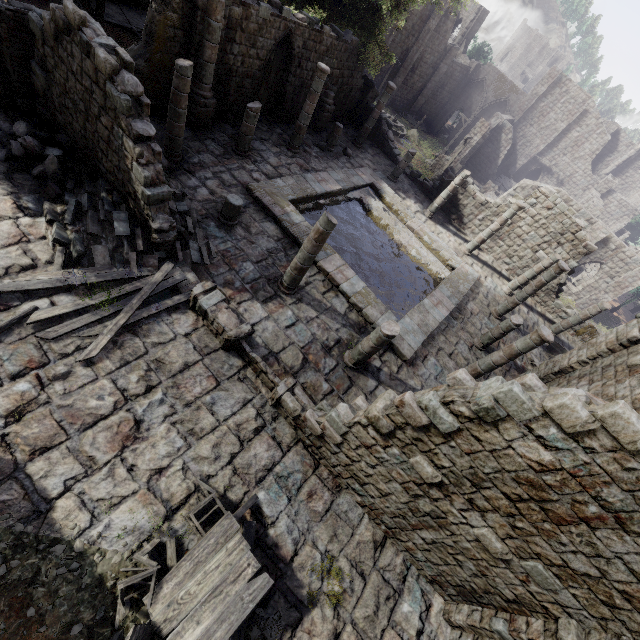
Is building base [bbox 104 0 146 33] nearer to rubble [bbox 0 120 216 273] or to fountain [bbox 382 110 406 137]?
fountain [bbox 382 110 406 137]

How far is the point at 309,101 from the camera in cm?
1514

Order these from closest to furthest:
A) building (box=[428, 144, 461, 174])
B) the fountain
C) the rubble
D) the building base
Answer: the rubble
the building base
building (box=[428, 144, 461, 174])
the fountain

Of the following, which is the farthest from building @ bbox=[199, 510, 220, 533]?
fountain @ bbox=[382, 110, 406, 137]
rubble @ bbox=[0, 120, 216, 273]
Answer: fountain @ bbox=[382, 110, 406, 137]

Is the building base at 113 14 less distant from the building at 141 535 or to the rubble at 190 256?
the building at 141 535

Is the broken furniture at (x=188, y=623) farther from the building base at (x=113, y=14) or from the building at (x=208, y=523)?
the building base at (x=113, y=14)

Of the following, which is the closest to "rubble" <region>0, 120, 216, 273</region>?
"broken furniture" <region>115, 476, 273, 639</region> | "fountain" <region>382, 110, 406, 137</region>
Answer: "broken furniture" <region>115, 476, 273, 639</region>

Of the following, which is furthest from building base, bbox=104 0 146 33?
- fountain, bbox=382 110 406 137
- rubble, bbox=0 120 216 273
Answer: rubble, bbox=0 120 216 273
